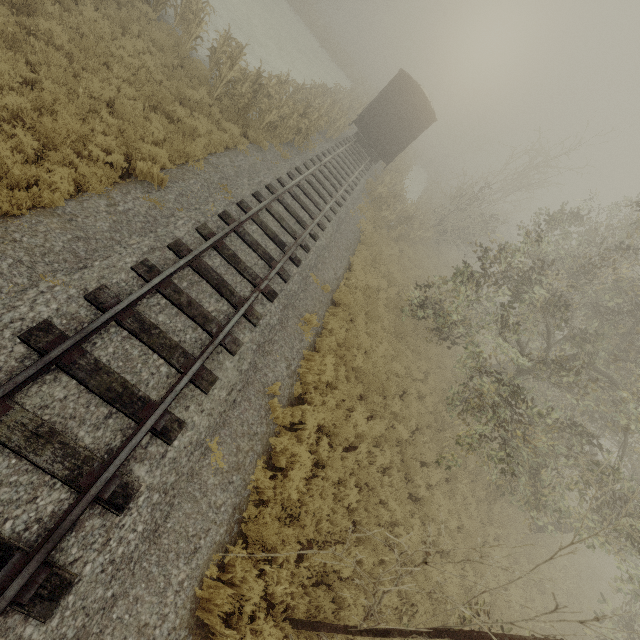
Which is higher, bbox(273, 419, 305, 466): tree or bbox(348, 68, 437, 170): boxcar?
bbox(348, 68, 437, 170): boxcar

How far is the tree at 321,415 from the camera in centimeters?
793cm

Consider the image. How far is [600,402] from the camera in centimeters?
1132cm

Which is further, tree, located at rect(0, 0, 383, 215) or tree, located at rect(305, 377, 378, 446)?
tree, located at rect(305, 377, 378, 446)

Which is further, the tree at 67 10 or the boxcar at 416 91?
the boxcar at 416 91

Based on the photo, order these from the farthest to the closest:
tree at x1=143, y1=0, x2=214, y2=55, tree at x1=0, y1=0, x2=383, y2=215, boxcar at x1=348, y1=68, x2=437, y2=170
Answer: boxcar at x1=348, y1=68, x2=437, y2=170 → tree at x1=143, y1=0, x2=214, y2=55 → tree at x1=0, y1=0, x2=383, y2=215

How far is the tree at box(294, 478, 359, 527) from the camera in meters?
6.3
